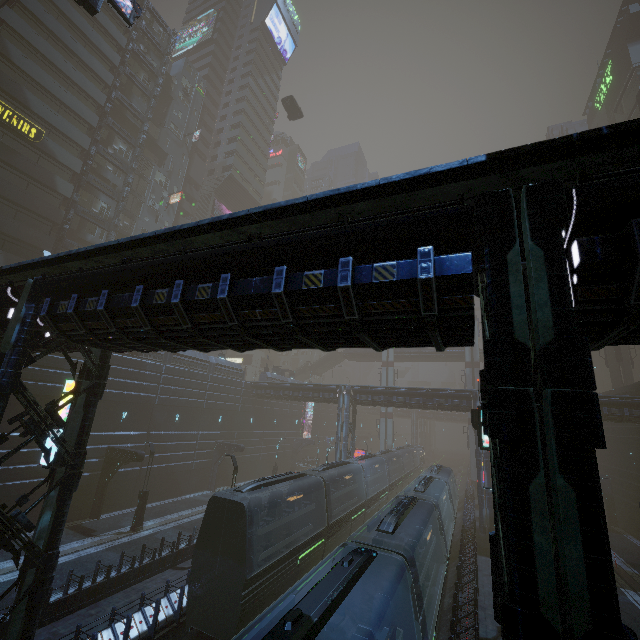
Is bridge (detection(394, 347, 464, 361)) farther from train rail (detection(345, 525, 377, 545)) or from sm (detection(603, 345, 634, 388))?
train rail (detection(345, 525, 377, 545))

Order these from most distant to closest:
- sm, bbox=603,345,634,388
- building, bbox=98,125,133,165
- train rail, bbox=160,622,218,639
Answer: sm, bbox=603,345,634,388
building, bbox=98,125,133,165
train rail, bbox=160,622,218,639

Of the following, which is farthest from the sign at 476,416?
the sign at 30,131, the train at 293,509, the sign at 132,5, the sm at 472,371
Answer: the sign at 30,131

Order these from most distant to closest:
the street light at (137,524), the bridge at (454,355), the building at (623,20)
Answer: the building at (623,20), the bridge at (454,355), the street light at (137,524)

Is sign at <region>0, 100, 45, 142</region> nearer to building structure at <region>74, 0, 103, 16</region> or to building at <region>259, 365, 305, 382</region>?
building at <region>259, 365, 305, 382</region>

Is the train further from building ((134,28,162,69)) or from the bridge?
the bridge

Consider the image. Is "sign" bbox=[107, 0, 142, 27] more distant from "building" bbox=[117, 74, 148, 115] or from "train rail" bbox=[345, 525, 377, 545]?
"train rail" bbox=[345, 525, 377, 545]

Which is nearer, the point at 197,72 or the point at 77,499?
the point at 77,499
